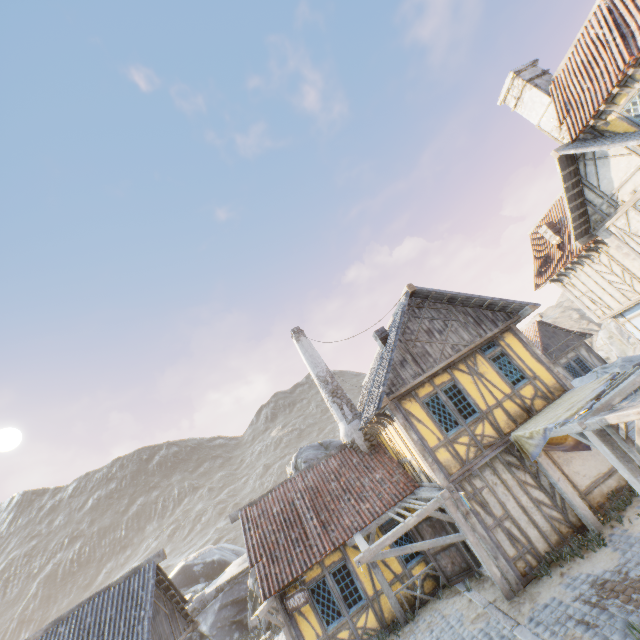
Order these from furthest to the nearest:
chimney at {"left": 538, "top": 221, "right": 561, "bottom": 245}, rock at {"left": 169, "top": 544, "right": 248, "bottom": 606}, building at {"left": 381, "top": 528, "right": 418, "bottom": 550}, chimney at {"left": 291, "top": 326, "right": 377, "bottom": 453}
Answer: rock at {"left": 169, "top": 544, "right": 248, "bottom": 606} → chimney at {"left": 538, "top": 221, "right": 561, "bottom": 245} → chimney at {"left": 291, "top": 326, "right": 377, "bottom": 453} → building at {"left": 381, "top": 528, "right": 418, "bottom": 550}

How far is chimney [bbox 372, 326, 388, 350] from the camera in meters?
13.6 m

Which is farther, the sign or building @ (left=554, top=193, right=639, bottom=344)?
building @ (left=554, top=193, right=639, bottom=344)

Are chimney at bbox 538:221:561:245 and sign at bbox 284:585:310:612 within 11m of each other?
no

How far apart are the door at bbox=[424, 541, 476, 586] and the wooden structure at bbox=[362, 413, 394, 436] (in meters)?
3.06

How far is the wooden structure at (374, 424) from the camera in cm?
1102

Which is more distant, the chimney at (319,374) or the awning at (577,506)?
the chimney at (319,374)

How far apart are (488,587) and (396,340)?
7.8m
